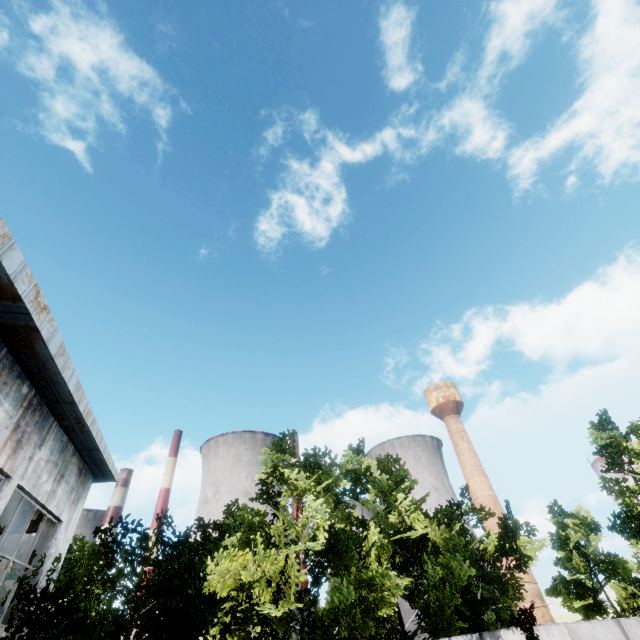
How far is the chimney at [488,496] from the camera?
54.9m

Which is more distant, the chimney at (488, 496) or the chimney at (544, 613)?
the chimney at (488, 496)

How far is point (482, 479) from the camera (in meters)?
59.44

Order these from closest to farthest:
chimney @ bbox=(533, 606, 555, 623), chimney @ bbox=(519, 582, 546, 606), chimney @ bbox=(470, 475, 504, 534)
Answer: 1. chimney @ bbox=(533, 606, 555, 623)
2. chimney @ bbox=(519, 582, 546, 606)
3. chimney @ bbox=(470, 475, 504, 534)

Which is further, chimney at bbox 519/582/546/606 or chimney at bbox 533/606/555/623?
chimney at bbox 519/582/546/606

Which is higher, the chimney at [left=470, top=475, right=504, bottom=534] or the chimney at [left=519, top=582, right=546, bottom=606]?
the chimney at [left=470, top=475, right=504, bottom=534]
